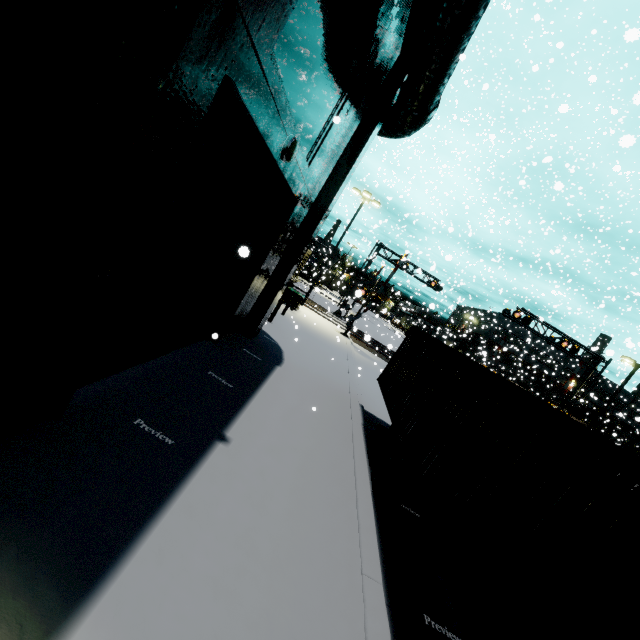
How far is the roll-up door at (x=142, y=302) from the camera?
3.7m

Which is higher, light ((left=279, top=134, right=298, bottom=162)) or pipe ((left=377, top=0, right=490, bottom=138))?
pipe ((left=377, top=0, right=490, bottom=138))

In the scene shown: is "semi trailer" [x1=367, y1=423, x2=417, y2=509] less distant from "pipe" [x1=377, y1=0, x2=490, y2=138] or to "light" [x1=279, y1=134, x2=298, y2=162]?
"pipe" [x1=377, y1=0, x2=490, y2=138]

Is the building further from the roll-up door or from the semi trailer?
the semi trailer

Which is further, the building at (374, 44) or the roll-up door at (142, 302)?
the roll-up door at (142, 302)

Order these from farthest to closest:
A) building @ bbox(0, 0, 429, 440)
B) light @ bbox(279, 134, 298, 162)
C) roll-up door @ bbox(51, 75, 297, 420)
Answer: light @ bbox(279, 134, 298, 162) < roll-up door @ bbox(51, 75, 297, 420) < building @ bbox(0, 0, 429, 440)

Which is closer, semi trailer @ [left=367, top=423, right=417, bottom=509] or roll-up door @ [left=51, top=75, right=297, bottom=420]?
roll-up door @ [left=51, top=75, right=297, bottom=420]

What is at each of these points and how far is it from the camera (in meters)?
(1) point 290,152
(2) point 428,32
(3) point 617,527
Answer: (1) light, 5.68
(2) pipe, 6.41
(3) cargo container, 2.54
